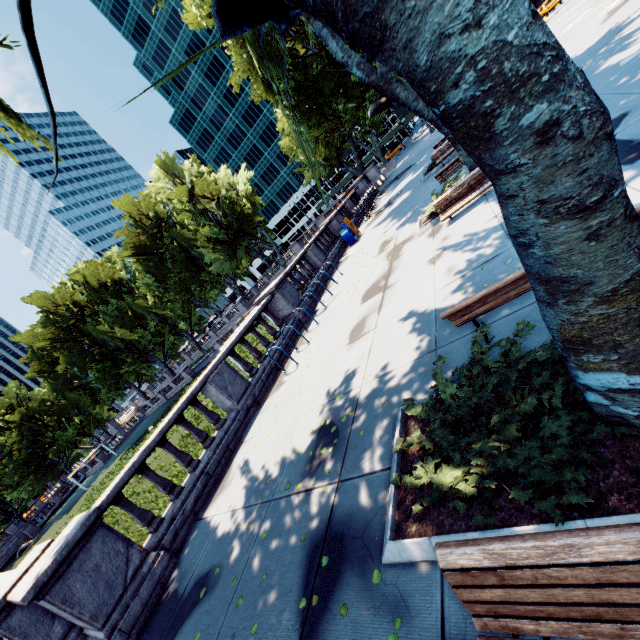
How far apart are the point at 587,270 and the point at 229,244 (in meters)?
45.74

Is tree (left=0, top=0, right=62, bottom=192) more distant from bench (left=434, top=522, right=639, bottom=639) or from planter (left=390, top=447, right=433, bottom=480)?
bench (left=434, top=522, right=639, bottom=639)

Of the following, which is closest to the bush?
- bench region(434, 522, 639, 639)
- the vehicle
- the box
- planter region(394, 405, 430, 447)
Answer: planter region(394, 405, 430, 447)

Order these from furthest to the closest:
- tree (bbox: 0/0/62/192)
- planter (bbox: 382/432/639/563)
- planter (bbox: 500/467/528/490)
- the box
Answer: the box → tree (bbox: 0/0/62/192) → planter (bbox: 500/467/528/490) → planter (bbox: 382/432/639/563)

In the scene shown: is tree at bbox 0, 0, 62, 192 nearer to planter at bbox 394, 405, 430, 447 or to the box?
planter at bbox 394, 405, 430, 447

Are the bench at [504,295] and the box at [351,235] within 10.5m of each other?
no

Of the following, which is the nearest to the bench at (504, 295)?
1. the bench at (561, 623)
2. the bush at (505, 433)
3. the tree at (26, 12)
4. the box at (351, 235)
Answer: the bush at (505, 433)

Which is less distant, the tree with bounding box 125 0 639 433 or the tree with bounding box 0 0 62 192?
the tree with bounding box 125 0 639 433
